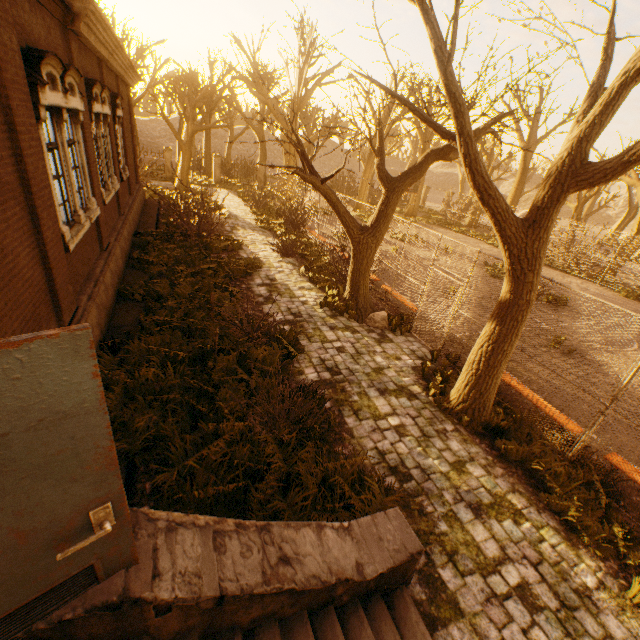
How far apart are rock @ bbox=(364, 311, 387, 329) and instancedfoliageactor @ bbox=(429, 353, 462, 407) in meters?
2.3

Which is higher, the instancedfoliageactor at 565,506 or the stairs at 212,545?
the stairs at 212,545

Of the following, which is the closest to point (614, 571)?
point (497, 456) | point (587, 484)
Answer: point (587, 484)

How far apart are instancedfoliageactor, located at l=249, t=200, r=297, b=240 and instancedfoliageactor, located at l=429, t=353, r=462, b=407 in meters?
14.3

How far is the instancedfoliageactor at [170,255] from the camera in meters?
4.2 m

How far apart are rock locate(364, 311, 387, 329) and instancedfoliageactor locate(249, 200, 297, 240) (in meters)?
11.39

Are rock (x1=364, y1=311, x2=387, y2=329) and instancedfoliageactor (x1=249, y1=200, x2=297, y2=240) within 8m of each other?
no

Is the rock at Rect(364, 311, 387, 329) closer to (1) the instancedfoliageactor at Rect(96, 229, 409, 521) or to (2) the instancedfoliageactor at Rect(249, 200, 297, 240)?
(1) the instancedfoliageactor at Rect(96, 229, 409, 521)
